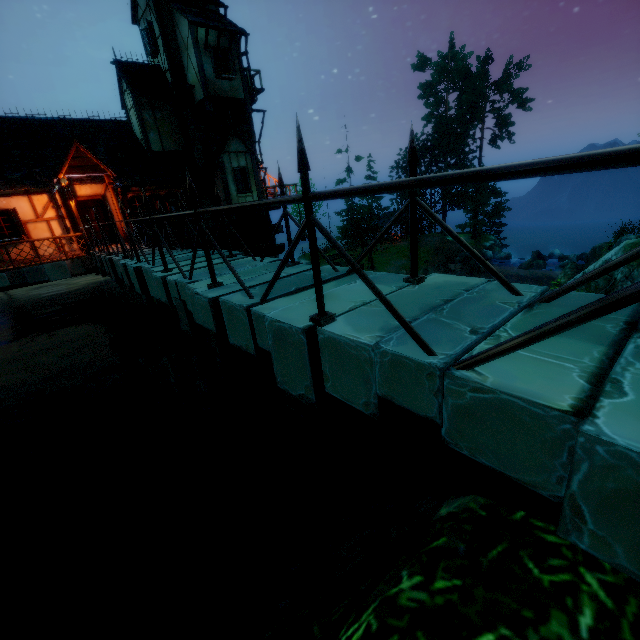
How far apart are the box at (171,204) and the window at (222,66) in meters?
6.3 m

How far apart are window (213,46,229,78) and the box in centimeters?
630cm

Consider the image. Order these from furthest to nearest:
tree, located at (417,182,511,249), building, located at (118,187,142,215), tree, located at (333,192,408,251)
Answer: tree, located at (417,182,511,249) → tree, located at (333,192,408,251) → building, located at (118,187,142,215)

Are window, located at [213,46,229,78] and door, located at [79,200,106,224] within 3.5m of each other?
no

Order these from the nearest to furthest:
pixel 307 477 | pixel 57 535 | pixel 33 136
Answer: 1. pixel 307 477
2. pixel 57 535
3. pixel 33 136

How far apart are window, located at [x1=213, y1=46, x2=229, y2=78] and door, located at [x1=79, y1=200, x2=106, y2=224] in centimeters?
840cm

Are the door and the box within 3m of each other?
yes

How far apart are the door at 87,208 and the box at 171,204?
2.19m
